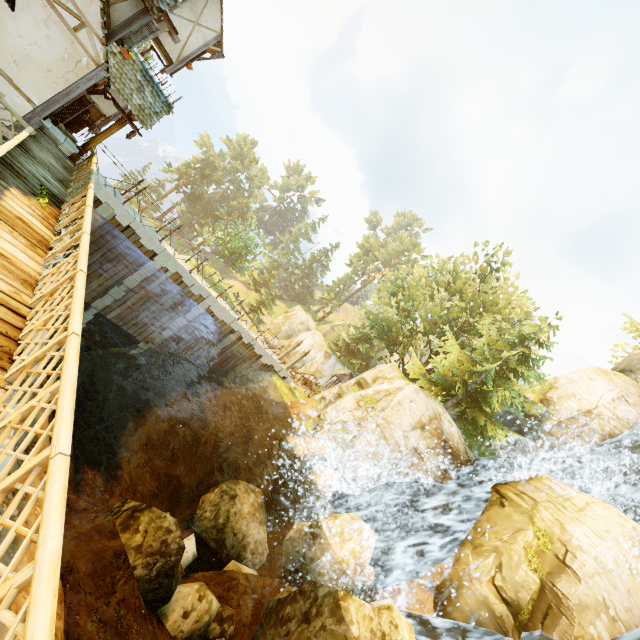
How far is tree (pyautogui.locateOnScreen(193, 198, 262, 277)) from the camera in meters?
38.6

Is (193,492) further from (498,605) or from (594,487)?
(594,487)

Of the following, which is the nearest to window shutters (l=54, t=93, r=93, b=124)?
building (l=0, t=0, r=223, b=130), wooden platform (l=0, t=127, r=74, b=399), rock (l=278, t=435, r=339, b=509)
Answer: building (l=0, t=0, r=223, b=130)

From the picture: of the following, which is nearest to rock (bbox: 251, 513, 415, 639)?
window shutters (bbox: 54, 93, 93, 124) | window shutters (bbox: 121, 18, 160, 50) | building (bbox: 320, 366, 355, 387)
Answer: window shutters (bbox: 54, 93, 93, 124)

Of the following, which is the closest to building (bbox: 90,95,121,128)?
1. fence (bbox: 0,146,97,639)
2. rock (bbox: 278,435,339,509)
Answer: fence (bbox: 0,146,97,639)

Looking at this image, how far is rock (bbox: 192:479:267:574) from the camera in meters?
14.1 m

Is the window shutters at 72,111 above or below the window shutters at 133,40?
below

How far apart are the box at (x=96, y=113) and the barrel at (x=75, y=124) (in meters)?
0.96
